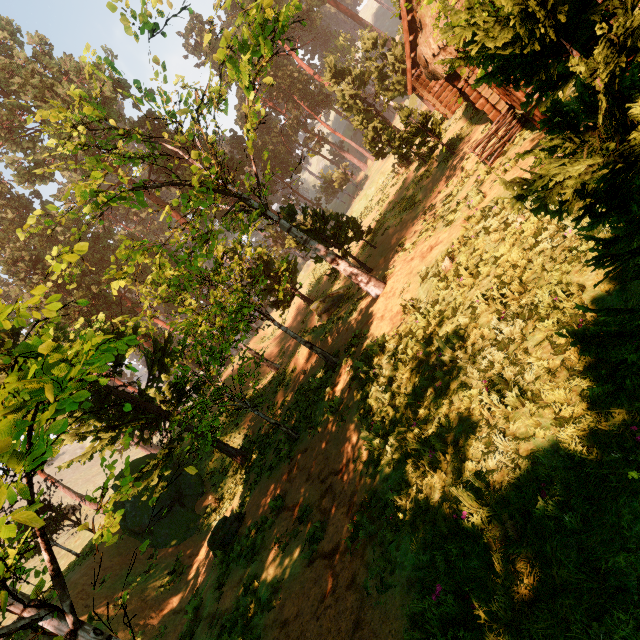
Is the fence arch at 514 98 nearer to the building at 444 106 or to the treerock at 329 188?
the building at 444 106

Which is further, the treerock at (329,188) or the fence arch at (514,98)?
the treerock at (329,188)

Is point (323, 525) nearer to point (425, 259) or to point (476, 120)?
point (425, 259)

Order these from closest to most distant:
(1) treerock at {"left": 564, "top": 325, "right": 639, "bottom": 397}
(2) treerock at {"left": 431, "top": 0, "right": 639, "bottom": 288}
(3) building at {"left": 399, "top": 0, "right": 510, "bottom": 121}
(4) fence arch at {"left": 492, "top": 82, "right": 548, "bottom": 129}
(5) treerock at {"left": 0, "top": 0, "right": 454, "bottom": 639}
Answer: (2) treerock at {"left": 431, "top": 0, "right": 639, "bottom": 288} → (1) treerock at {"left": 564, "top": 325, "right": 639, "bottom": 397} → (5) treerock at {"left": 0, "top": 0, "right": 454, "bottom": 639} → (4) fence arch at {"left": 492, "top": 82, "right": 548, "bottom": 129} → (3) building at {"left": 399, "top": 0, "right": 510, "bottom": 121}

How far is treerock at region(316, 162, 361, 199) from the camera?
49.9m

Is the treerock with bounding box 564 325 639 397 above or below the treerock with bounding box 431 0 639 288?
below

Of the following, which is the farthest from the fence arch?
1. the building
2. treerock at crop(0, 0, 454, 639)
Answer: treerock at crop(0, 0, 454, 639)
